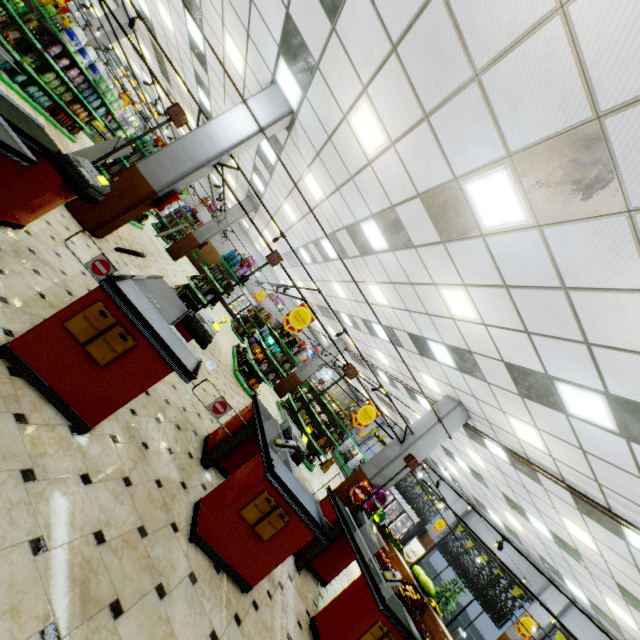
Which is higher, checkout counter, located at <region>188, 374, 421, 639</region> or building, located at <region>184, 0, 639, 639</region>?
building, located at <region>184, 0, 639, 639</region>

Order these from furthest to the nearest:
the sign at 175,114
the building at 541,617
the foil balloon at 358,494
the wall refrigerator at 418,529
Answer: the wall refrigerator at 418,529 → the building at 541,617 → the foil balloon at 358,494 → the sign at 175,114

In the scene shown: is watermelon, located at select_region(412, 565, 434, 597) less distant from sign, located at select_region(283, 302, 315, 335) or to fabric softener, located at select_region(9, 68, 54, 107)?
sign, located at select_region(283, 302, 315, 335)

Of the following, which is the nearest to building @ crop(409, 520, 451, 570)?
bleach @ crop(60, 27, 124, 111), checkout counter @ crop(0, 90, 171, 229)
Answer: checkout counter @ crop(0, 90, 171, 229)

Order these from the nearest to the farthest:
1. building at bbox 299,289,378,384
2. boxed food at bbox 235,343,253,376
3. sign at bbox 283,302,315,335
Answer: sign at bbox 283,302,315,335 → boxed food at bbox 235,343,253,376 → building at bbox 299,289,378,384

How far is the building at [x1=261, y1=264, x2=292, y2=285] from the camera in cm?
2281

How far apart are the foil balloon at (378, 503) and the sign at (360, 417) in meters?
1.3

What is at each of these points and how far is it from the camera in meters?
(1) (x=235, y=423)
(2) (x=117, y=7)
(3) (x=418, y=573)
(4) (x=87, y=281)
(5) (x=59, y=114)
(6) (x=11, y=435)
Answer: (1) checkout counter, 4.6 m
(2) building, 15.2 m
(3) watermelon, 8.8 m
(4) building, 4.8 m
(5) toilet cleaner, 10.6 m
(6) building, 2.1 m
